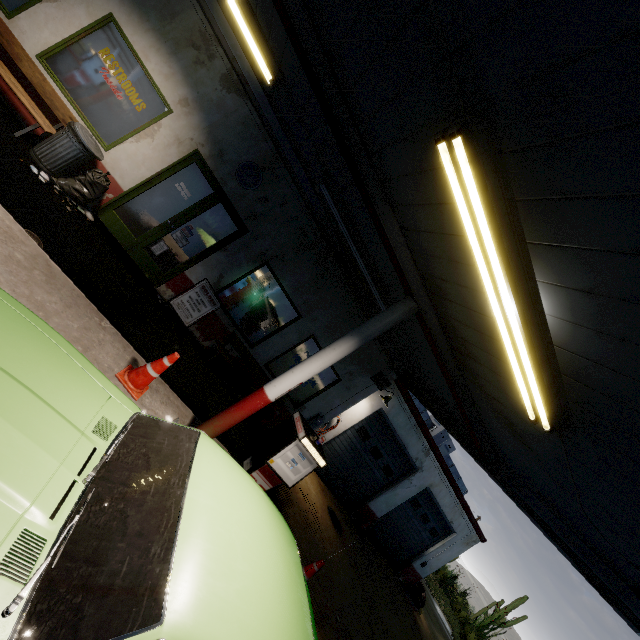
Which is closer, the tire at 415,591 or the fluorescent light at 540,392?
the fluorescent light at 540,392

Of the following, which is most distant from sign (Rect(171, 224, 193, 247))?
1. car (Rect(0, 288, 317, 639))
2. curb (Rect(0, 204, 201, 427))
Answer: car (Rect(0, 288, 317, 639))

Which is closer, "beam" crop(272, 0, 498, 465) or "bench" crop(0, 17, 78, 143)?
"beam" crop(272, 0, 498, 465)

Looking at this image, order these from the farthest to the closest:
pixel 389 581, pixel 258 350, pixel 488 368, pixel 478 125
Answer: pixel 389 581 < pixel 258 350 < pixel 488 368 < pixel 478 125

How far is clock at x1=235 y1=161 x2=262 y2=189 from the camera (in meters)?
7.02

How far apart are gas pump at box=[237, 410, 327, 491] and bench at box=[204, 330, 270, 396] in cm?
290

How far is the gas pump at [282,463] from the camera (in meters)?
4.69

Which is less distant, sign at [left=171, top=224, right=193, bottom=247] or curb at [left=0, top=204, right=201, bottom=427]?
curb at [left=0, top=204, right=201, bottom=427]
